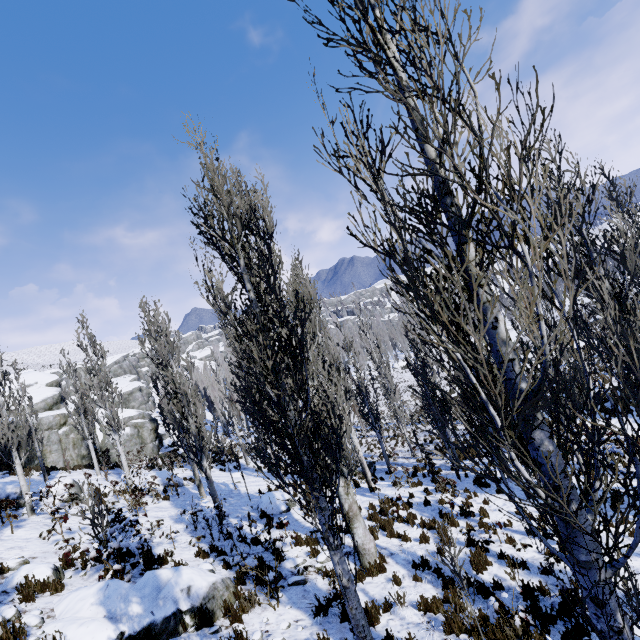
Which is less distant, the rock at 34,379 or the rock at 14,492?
the rock at 14,492

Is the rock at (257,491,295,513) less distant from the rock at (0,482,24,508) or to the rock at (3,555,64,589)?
the rock at (3,555,64,589)

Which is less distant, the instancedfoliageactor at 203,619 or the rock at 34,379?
the instancedfoliageactor at 203,619

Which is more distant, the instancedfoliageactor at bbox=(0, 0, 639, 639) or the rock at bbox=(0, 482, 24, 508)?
the rock at bbox=(0, 482, 24, 508)

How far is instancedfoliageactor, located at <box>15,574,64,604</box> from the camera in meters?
6.6

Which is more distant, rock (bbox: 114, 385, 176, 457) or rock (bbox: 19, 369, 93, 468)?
rock (bbox: 114, 385, 176, 457)

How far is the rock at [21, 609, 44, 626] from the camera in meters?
5.8

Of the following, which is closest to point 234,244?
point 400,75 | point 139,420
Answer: point 400,75
